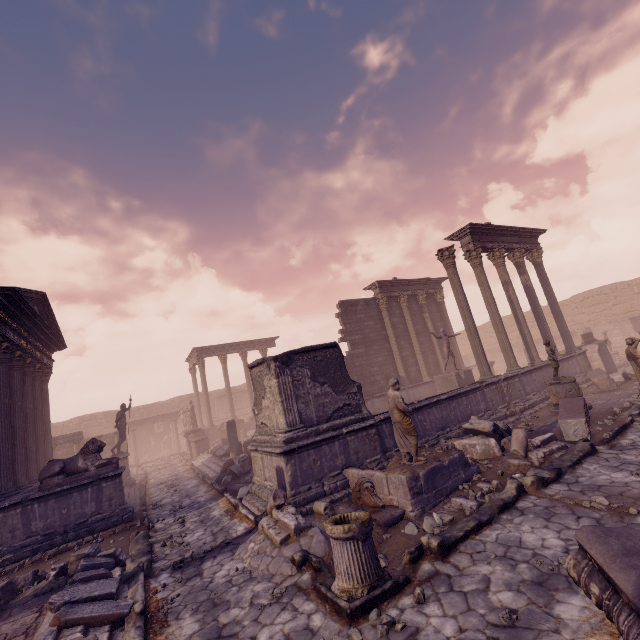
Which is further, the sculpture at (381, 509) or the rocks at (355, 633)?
the sculpture at (381, 509)

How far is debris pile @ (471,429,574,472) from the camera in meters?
7.2

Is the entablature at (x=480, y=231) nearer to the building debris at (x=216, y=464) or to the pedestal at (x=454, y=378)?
Answer: the pedestal at (x=454, y=378)

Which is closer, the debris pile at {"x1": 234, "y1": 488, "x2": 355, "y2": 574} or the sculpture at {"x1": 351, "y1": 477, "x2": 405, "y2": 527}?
the debris pile at {"x1": 234, "y1": 488, "x2": 355, "y2": 574}

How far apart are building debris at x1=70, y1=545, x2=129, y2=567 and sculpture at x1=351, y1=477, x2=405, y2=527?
5.1m

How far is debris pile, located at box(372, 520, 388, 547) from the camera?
5.59m

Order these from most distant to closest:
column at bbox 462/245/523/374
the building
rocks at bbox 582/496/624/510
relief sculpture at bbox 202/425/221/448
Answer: relief sculpture at bbox 202/425/221/448 → column at bbox 462/245/523/374 → the building → rocks at bbox 582/496/624/510

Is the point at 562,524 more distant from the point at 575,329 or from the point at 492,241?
the point at 575,329
